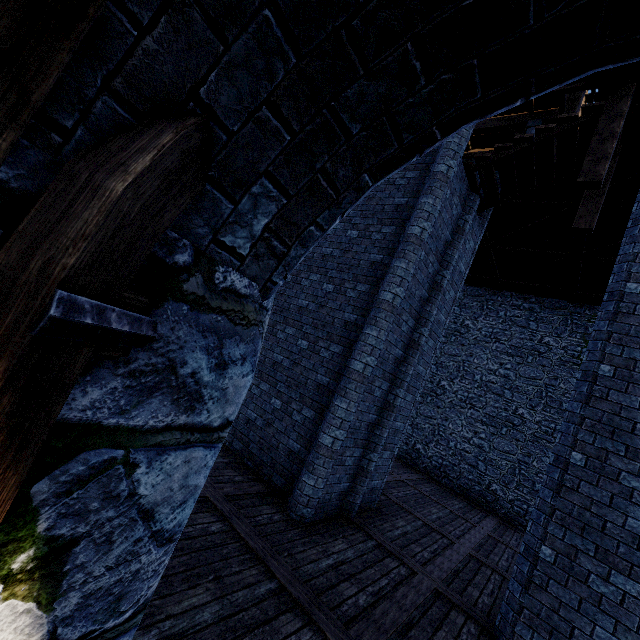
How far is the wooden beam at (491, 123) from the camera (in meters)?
12.95

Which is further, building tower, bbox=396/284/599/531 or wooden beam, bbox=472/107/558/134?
building tower, bbox=396/284/599/531

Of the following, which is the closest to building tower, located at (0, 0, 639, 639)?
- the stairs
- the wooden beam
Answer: the wooden beam

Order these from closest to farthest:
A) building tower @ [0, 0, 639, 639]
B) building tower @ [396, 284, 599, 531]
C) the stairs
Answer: building tower @ [0, 0, 639, 639] < the stairs < building tower @ [396, 284, 599, 531]

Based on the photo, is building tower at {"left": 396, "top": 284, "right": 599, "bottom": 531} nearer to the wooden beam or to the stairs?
the wooden beam

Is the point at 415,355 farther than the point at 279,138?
Yes

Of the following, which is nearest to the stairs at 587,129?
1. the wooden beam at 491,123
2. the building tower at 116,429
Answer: the building tower at 116,429
